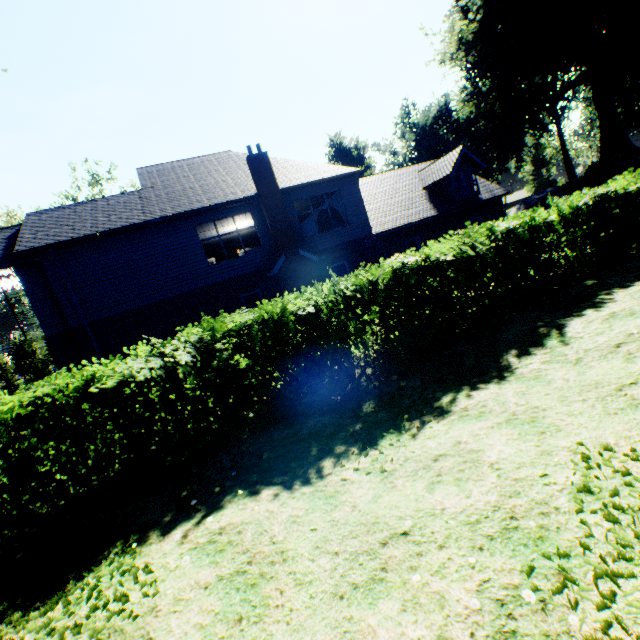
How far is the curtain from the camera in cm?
1619

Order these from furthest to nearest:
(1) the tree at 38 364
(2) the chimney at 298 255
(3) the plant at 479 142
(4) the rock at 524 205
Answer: (1) the tree at 38 364 → (3) the plant at 479 142 → (4) the rock at 524 205 → (2) the chimney at 298 255

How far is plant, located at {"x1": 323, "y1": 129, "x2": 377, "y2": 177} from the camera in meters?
52.5 m

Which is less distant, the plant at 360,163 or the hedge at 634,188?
the hedge at 634,188

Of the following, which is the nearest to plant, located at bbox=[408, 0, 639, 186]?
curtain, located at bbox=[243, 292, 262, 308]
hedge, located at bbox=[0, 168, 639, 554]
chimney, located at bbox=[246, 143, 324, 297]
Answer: hedge, located at bbox=[0, 168, 639, 554]

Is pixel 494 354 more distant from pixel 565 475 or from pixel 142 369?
pixel 142 369

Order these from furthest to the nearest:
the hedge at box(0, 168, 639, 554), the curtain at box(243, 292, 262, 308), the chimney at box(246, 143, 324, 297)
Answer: the curtain at box(243, 292, 262, 308) → the chimney at box(246, 143, 324, 297) → the hedge at box(0, 168, 639, 554)

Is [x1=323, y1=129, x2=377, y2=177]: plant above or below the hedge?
A: above
